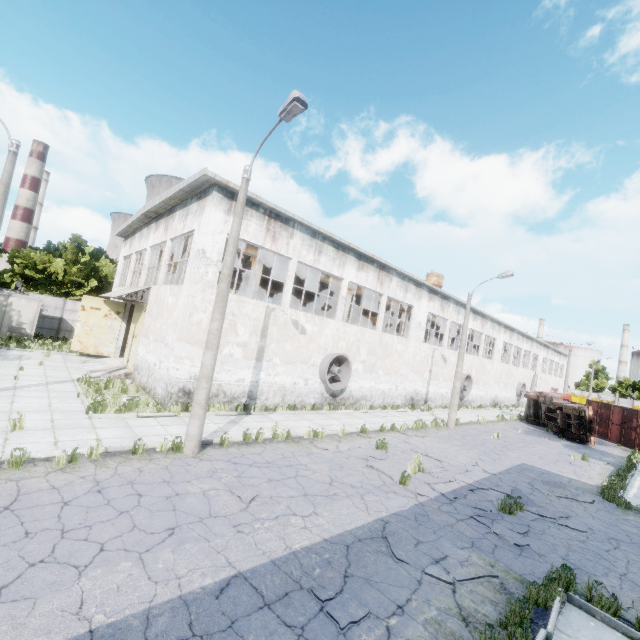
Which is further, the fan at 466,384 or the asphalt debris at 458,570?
the fan at 466,384

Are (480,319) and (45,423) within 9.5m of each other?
no

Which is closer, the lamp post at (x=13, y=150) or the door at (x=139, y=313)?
the lamp post at (x=13, y=150)

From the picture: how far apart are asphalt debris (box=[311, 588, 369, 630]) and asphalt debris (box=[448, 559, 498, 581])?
1.6m

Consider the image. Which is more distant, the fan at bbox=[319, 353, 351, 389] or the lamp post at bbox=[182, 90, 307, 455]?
the fan at bbox=[319, 353, 351, 389]

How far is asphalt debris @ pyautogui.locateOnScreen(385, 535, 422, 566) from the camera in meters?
6.3

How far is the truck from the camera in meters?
23.3

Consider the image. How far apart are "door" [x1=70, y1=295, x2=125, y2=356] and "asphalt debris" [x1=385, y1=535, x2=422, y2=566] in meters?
22.0
